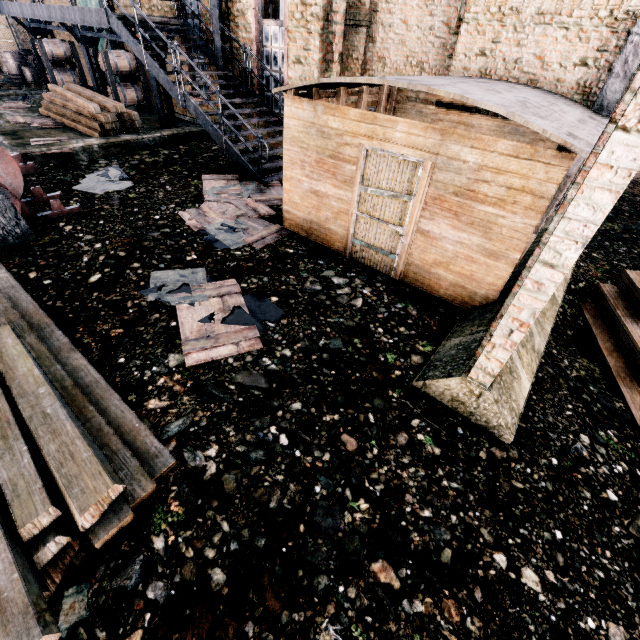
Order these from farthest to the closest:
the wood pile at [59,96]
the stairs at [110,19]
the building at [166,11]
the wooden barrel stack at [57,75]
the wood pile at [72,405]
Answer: the wooden barrel stack at [57,75], the building at [166,11], the wood pile at [59,96], the stairs at [110,19], the wood pile at [72,405]

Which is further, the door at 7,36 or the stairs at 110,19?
the door at 7,36

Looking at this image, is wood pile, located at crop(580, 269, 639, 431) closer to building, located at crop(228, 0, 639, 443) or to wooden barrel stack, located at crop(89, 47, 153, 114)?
building, located at crop(228, 0, 639, 443)

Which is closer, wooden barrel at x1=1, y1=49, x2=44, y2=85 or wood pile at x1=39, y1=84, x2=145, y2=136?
wood pile at x1=39, y1=84, x2=145, y2=136

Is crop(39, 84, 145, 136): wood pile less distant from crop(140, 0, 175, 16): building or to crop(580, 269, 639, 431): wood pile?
crop(140, 0, 175, 16): building

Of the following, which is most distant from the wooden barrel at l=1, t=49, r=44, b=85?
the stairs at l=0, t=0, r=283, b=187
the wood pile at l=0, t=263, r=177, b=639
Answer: the wood pile at l=0, t=263, r=177, b=639

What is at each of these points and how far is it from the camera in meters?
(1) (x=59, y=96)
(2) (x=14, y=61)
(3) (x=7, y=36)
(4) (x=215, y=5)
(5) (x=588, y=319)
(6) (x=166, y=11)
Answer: (1) wood pile, 14.0 m
(2) wooden barrel, 19.2 m
(3) door, 22.3 m
(4) truss, 11.5 m
(5) wood pile, 7.1 m
(6) building, 13.7 m

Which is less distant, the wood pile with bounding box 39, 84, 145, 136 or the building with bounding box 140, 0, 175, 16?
the wood pile with bounding box 39, 84, 145, 136
